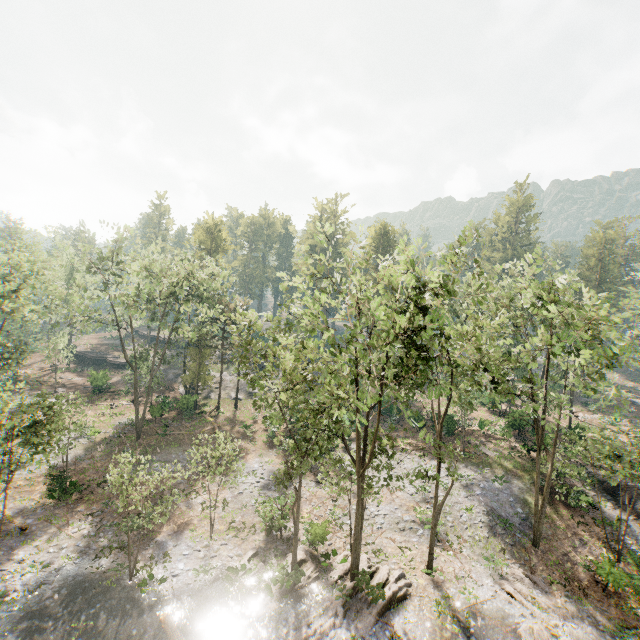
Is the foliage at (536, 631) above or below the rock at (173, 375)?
below

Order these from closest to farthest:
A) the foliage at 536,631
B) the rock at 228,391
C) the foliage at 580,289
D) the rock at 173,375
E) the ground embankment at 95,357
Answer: the foliage at 580,289
the foliage at 536,631
the rock at 173,375
the rock at 228,391
the ground embankment at 95,357

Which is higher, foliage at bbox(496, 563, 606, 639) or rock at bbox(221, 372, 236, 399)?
rock at bbox(221, 372, 236, 399)

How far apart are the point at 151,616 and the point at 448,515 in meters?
20.3 m

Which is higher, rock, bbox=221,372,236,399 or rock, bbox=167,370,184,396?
rock, bbox=167,370,184,396

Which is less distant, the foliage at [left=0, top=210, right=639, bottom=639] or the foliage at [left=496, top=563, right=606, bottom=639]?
the foliage at [left=0, top=210, right=639, bottom=639]

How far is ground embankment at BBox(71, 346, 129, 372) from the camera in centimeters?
5272cm

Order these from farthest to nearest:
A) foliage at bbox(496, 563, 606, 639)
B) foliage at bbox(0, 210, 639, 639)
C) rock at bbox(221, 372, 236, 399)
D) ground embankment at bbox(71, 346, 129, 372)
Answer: ground embankment at bbox(71, 346, 129, 372) < rock at bbox(221, 372, 236, 399) < foliage at bbox(496, 563, 606, 639) < foliage at bbox(0, 210, 639, 639)
